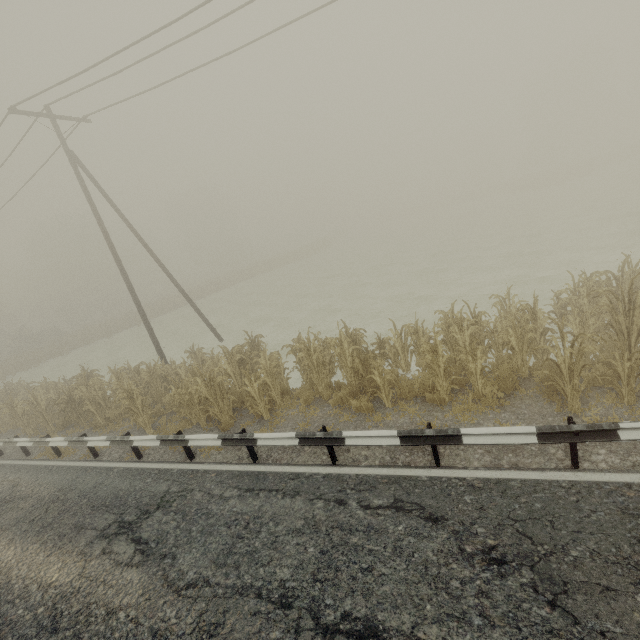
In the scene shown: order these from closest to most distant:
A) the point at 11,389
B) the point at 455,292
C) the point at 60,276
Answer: the point at 455,292 < the point at 11,389 < the point at 60,276

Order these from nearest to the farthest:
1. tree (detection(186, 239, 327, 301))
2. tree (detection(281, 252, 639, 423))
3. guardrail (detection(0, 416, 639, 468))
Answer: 1. guardrail (detection(0, 416, 639, 468))
2. tree (detection(281, 252, 639, 423))
3. tree (detection(186, 239, 327, 301))

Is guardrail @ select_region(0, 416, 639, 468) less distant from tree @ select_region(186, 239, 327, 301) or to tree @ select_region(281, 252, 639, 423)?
tree @ select_region(281, 252, 639, 423)

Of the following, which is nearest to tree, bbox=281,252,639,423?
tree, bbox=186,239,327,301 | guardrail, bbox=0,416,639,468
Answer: guardrail, bbox=0,416,639,468

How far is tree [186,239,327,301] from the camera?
44.0 meters

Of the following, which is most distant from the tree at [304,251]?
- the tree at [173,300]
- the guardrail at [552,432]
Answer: the guardrail at [552,432]

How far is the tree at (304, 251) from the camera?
44.01m

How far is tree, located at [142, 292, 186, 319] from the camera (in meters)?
38.66
